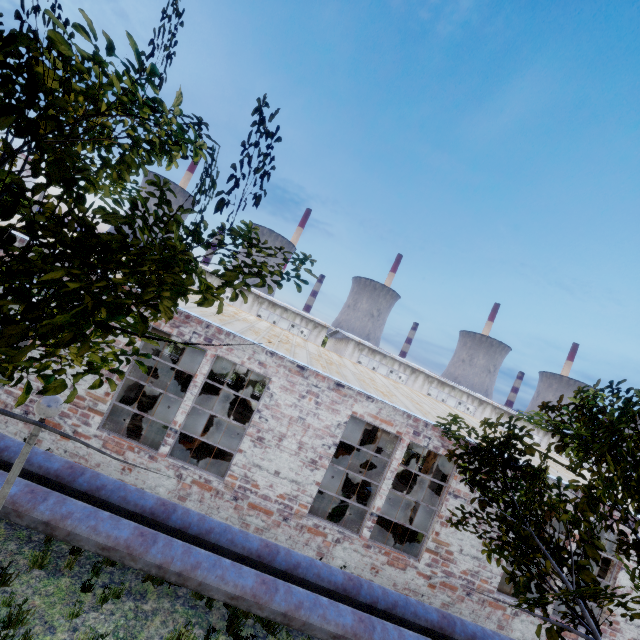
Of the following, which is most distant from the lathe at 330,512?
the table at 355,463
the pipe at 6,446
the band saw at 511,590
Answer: the table at 355,463

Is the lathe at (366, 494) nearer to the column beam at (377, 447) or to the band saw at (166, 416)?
the column beam at (377, 447)

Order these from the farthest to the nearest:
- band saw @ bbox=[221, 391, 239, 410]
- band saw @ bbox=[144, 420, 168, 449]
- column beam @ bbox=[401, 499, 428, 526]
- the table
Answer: band saw @ bbox=[221, 391, 239, 410], the table, column beam @ bbox=[401, 499, 428, 526], band saw @ bbox=[144, 420, 168, 449]

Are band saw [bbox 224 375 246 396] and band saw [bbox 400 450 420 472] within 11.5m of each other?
yes

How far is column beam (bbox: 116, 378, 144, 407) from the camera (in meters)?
11.59

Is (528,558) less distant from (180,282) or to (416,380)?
(180,282)

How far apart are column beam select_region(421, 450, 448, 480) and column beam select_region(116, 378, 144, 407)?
11.3 meters

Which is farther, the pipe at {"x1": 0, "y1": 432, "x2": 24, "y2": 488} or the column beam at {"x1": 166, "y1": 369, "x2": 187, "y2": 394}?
the column beam at {"x1": 166, "y1": 369, "x2": 187, "y2": 394}
